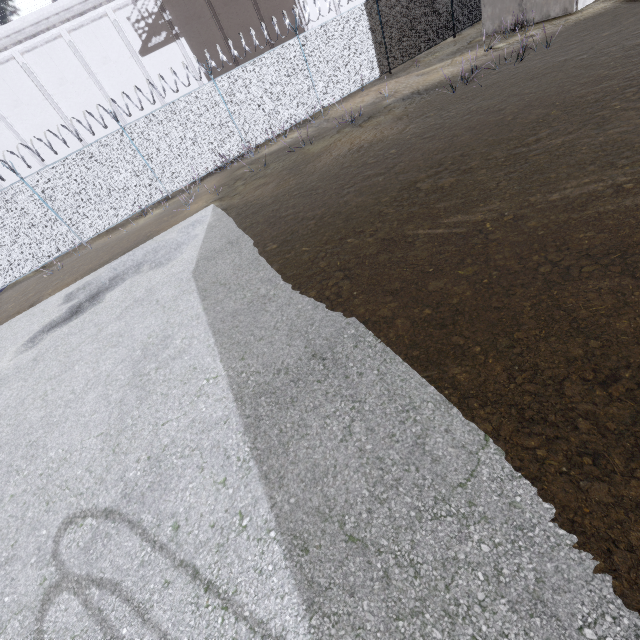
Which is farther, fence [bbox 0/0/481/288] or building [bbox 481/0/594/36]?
fence [bbox 0/0/481/288]

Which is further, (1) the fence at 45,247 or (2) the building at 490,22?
(1) the fence at 45,247

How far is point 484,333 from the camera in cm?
314
